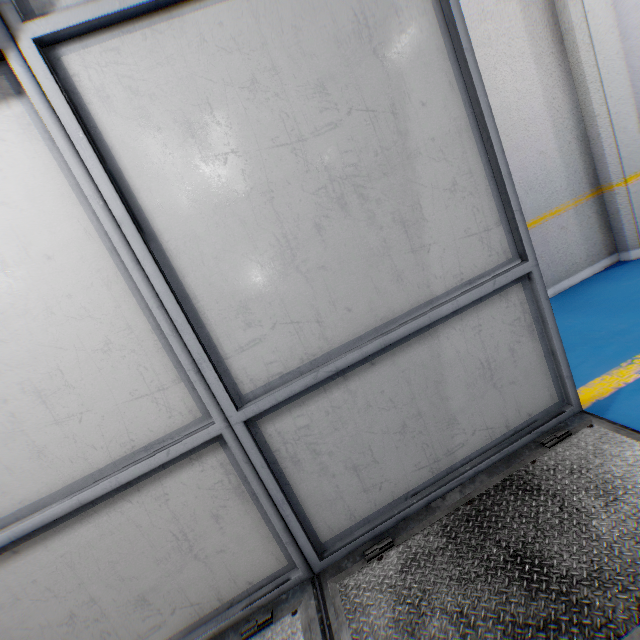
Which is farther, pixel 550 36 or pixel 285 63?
pixel 550 36
